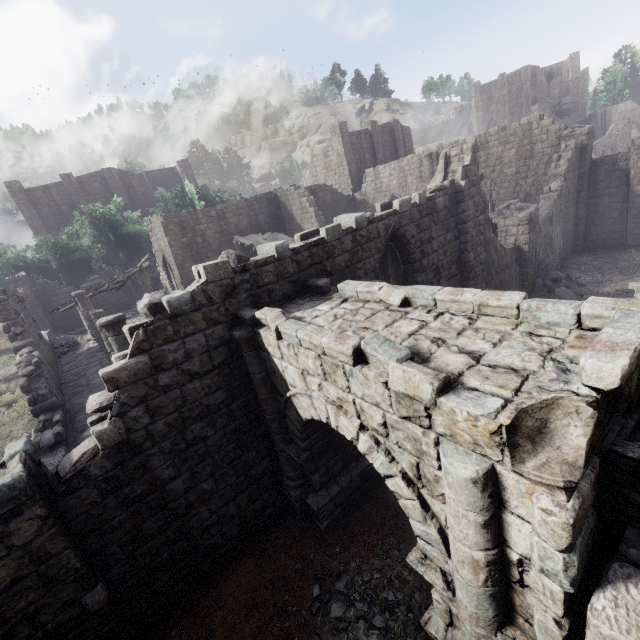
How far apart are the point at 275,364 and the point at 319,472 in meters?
2.9

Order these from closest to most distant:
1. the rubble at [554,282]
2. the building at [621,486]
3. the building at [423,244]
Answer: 1. the building at [621,486]
2. the building at [423,244]
3. the rubble at [554,282]

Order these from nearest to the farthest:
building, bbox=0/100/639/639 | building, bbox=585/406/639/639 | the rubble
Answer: building, bbox=585/406/639/639 < building, bbox=0/100/639/639 < the rubble

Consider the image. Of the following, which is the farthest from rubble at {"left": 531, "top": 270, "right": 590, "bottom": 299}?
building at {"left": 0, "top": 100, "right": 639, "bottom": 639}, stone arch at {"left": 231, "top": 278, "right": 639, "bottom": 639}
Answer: stone arch at {"left": 231, "top": 278, "right": 639, "bottom": 639}

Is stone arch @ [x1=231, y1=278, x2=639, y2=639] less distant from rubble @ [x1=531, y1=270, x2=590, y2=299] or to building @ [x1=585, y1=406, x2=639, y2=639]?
building @ [x1=585, y1=406, x2=639, y2=639]

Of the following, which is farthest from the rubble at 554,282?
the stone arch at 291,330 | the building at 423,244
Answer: the stone arch at 291,330

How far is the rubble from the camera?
15.3 meters
